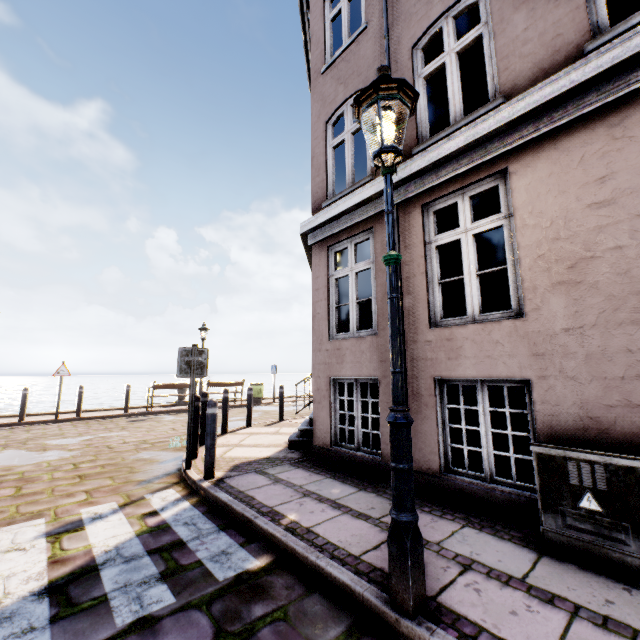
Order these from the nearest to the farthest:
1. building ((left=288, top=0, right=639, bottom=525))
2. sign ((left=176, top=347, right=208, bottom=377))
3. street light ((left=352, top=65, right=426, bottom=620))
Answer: street light ((left=352, top=65, right=426, bottom=620))
building ((left=288, top=0, right=639, bottom=525))
sign ((left=176, top=347, right=208, bottom=377))

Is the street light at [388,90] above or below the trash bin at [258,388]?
below

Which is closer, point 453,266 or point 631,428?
point 631,428

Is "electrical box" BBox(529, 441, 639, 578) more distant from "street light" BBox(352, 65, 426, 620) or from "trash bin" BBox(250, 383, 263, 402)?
"trash bin" BBox(250, 383, 263, 402)

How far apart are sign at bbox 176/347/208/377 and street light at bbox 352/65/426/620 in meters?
3.9 m

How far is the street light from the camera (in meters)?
2.02

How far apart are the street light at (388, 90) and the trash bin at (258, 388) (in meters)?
14.53

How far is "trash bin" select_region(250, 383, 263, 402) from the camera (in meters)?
16.09
